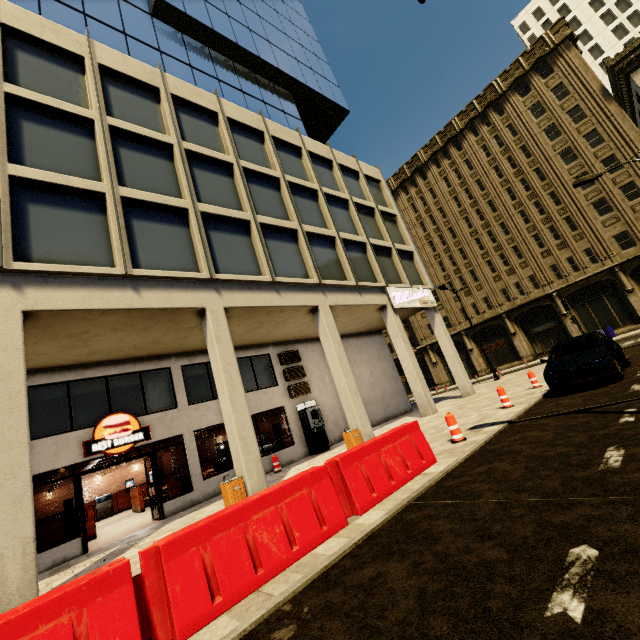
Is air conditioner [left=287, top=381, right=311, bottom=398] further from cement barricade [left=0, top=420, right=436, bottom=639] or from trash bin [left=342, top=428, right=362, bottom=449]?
cement barricade [left=0, top=420, right=436, bottom=639]

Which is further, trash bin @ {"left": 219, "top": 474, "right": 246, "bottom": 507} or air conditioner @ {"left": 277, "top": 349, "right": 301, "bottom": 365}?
air conditioner @ {"left": 277, "top": 349, "right": 301, "bottom": 365}

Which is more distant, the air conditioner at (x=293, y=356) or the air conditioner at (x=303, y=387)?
the air conditioner at (x=293, y=356)

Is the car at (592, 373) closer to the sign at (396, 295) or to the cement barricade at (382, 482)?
the cement barricade at (382, 482)

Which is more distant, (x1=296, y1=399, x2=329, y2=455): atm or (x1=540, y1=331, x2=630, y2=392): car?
(x1=296, y1=399, x2=329, y2=455): atm

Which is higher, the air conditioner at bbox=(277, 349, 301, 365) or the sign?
the sign

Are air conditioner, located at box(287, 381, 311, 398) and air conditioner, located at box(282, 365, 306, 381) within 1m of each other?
yes

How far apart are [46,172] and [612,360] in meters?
16.7
